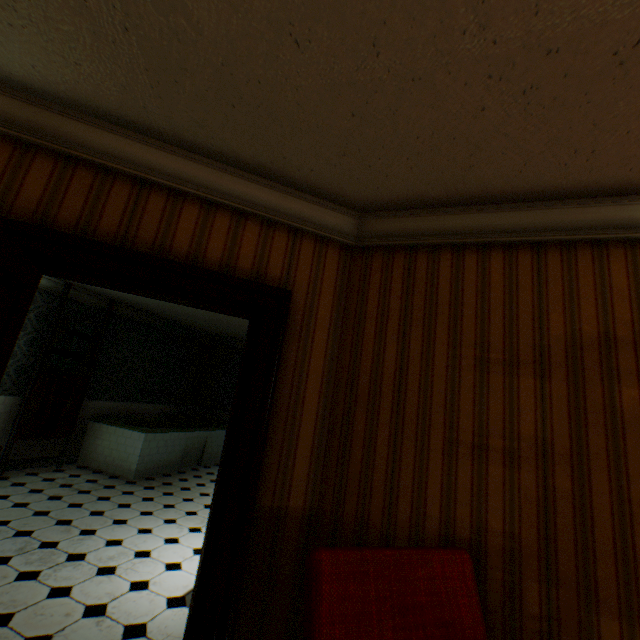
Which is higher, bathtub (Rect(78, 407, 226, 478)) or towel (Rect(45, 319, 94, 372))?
towel (Rect(45, 319, 94, 372))

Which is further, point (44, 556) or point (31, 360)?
point (31, 360)

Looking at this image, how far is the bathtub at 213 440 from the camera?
5.9 meters

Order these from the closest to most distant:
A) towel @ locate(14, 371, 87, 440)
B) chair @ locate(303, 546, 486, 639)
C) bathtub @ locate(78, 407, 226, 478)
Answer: chair @ locate(303, 546, 486, 639) → towel @ locate(14, 371, 87, 440) → bathtub @ locate(78, 407, 226, 478)

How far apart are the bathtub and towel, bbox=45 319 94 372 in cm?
110

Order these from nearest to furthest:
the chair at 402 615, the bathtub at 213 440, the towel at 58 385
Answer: the chair at 402 615
the towel at 58 385
the bathtub at 213 440

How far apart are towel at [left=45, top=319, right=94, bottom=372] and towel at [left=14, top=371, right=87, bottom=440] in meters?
0.1

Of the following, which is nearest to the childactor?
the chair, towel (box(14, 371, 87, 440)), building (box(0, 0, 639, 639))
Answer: building (box(0, 0, 639, 639))
